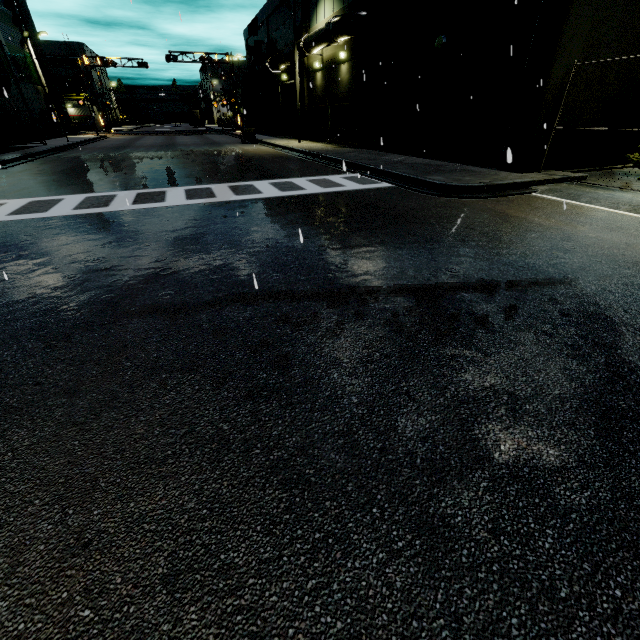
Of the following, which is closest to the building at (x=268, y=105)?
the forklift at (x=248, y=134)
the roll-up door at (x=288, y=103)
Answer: the roll-up door at (x=288, y=103)

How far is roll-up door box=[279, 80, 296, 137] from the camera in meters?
30.3 m

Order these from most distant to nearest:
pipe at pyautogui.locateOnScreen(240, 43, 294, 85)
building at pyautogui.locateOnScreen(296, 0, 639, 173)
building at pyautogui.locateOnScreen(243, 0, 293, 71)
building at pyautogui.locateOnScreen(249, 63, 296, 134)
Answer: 1. building at pyautogui.locateOnScreen(249, 63, 296, 134)
2. building at pyautogui.locateOnScreen(243, 0, 293, 71)
3. pipe at pyautogui.locateOnScreen(240, 43, 294, 85)
4. building at pyautogui.locateOnScreen(296, 0, 639, 173)

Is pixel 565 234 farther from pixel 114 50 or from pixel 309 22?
pixel 309 22

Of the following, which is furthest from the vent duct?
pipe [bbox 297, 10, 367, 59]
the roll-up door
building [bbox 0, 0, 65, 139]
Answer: the roll-up door

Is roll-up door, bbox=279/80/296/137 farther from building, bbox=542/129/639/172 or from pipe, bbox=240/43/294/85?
pipe, bbox=240/43/294/85

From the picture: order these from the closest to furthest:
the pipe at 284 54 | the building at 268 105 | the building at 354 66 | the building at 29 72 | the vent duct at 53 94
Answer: the building at 354 66 < the pipe at 284 54 < the building at 29 72 < the building at 268 105 < the vent duct at 53 94

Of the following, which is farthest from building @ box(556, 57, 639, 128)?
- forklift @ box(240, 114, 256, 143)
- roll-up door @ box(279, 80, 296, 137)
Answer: forklift @ box(240, 114, 256, 143)
